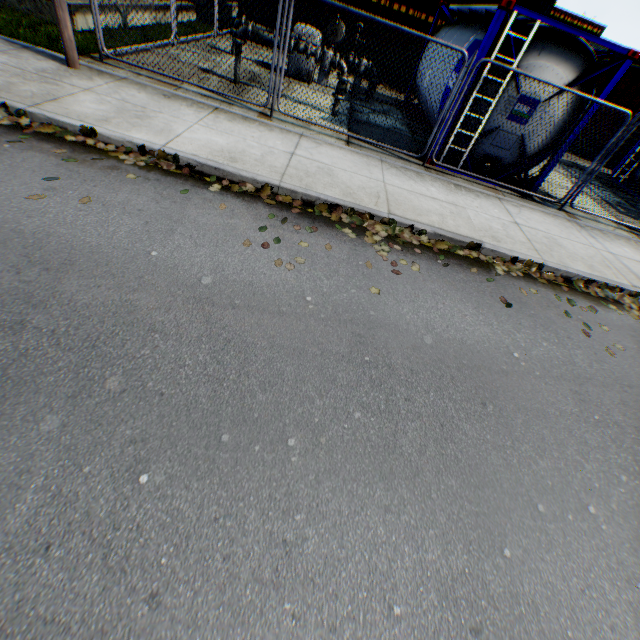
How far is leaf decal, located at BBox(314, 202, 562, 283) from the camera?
5.21m

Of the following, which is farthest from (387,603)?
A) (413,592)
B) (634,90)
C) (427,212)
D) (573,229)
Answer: (634,90)

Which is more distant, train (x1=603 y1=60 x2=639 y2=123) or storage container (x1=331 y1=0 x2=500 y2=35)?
train (x1=603 y1=60 x2=639 y2=123)

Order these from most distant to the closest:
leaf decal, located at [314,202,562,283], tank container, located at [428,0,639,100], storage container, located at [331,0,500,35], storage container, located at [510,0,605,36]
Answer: storage container, located at [510,0,605,36], storage container, located at [331,0,500,35], tank container, located at [428,0,639,100], leaf decal, located at [314,202,562,283]

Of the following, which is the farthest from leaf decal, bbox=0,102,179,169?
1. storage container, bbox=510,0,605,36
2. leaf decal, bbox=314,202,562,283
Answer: storage container, bbox=510,0,605,36

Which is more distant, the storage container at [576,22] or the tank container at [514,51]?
the storage container at [576,22]

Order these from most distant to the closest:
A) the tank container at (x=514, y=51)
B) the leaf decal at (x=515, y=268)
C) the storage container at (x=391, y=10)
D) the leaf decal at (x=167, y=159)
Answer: the storage container at (x=391, y=10) < the tank container at (x=514, y=51) < the leaf decal at (x=515, y=268) < the leaf decal at (x=167, y=159)

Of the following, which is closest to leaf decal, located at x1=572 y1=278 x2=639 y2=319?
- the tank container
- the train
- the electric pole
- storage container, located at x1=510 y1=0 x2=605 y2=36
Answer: the tank container
